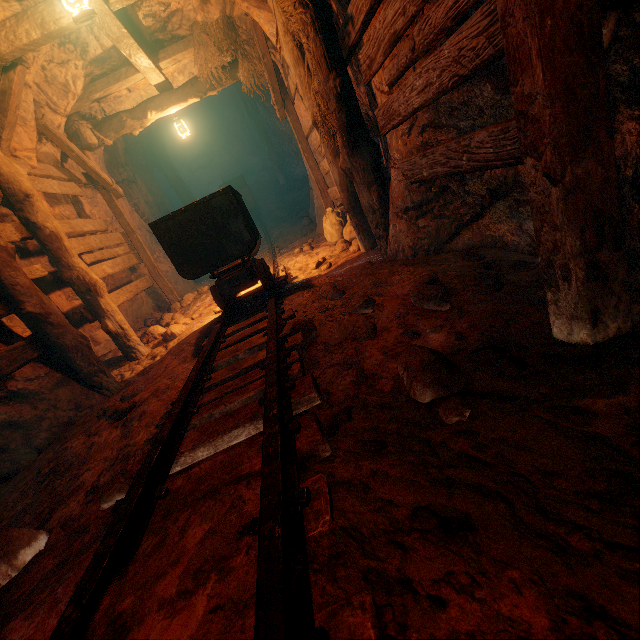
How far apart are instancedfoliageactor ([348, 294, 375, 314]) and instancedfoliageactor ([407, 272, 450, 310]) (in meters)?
0.35

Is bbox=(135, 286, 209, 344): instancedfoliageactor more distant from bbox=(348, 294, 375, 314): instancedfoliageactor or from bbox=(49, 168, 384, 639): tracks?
bbox=(348, 294, 375, 314): instancedfoliageactor

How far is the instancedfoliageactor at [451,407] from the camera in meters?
1.5 m

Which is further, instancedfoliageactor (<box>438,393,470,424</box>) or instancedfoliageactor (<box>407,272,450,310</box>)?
instancedfoliageactor (<box>407,272,450,310</box>)

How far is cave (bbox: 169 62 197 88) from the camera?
7.0 meters

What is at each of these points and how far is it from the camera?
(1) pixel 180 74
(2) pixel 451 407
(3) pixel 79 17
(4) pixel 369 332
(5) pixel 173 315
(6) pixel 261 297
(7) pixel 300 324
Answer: (1) cave, 7.1 meters
(2) instancedfoliageactor, 1.5 meters
(3) lantern, 3.2 meters
(4) instancedfoliageactor, 2.6 meters
(5) instancedfoliageactor, 6.4 meters
(6) burlap sack, 4.5 meters
(7) instancedfoliageactor, 2.8 meters

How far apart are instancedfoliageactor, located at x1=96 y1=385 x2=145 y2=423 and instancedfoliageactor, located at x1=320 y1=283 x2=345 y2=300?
2.1m

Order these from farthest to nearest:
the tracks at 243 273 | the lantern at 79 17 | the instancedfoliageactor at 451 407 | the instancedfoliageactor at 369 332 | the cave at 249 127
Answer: the cave at 249 127 < the lantern at 79 17 < the instancedfoliageactor at 369 332 < the instancedfoliageactor at 451 407 < the tracks at 243 273
